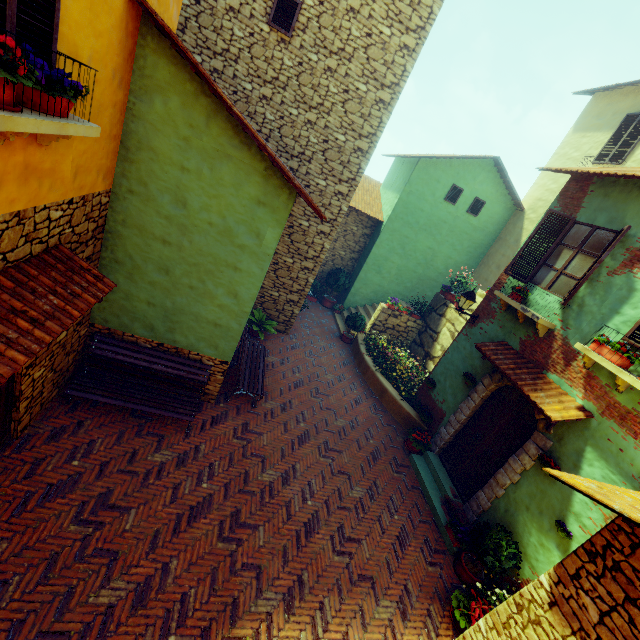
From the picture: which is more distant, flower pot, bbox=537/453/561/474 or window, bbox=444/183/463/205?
window, bbox=444/183/463/205

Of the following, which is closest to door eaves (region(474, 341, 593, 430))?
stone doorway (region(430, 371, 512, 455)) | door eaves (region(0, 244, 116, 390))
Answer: stone doorway (region(430, 371, 512, 455))

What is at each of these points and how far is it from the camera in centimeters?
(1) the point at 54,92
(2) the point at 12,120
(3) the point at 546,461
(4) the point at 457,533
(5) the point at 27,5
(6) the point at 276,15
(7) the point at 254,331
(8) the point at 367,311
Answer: (1) flower pot, 251cm
(2) window sill, 216cm
(3) flower pot, 591cm
(4) flower pot, 656cm
(5) window, 243cm
(6) window, 744cm
(7) potted tree, 1035cm
(8) stair, 1509cm

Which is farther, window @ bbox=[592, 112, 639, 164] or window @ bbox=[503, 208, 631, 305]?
window @ bbox=[592, 112, 639, 164]

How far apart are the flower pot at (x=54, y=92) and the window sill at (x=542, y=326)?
7.8m

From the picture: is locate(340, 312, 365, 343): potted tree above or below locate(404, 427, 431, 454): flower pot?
above

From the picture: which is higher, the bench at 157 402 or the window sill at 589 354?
the window sill at 589 354

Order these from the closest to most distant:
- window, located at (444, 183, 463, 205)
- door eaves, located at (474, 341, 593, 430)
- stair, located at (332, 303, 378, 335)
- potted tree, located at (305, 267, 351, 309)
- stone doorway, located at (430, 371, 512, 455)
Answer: door eaves, located at (474, 341, 593, 430) < stone doorway, located at (430, 371, 512, 455) < window, located at (444, 183, 463, 205) < stair, located at (332, 303, 378, 335) < potted tree, located at (305, 267, 351, 309)
